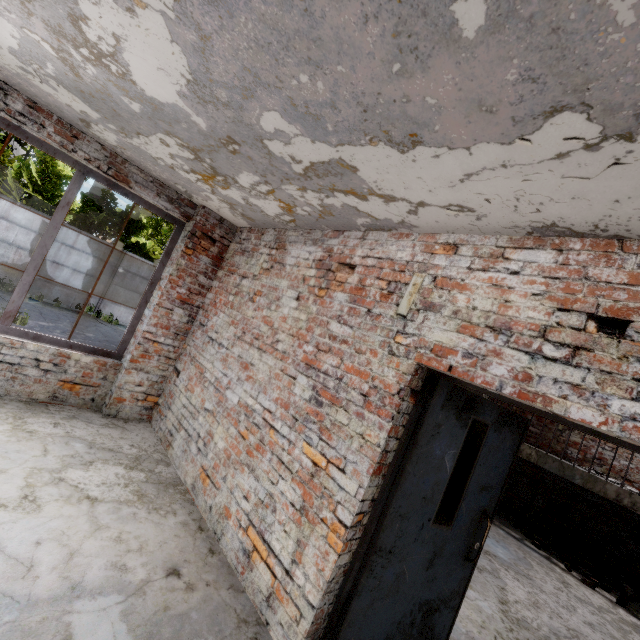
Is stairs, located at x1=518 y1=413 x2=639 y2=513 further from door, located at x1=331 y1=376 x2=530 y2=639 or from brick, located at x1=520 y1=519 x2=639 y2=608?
door, located at x1=331 y1=376 x2=530 y2=639

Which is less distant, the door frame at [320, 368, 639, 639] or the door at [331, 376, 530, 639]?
the door frame at [320, 368, 639, 639]

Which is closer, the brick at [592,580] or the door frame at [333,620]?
the door frame at [333,620]

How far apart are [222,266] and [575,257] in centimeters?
422cm

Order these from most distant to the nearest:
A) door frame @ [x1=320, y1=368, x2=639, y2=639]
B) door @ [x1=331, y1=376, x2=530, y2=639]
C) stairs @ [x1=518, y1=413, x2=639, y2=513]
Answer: stairs @ [x1=518, y1=413, x2=639, y2=513], door @ [x1=331, y1=376, x2=530, y2=639], door frame @ [x1=320, y1=368, x2=639, y2=639]

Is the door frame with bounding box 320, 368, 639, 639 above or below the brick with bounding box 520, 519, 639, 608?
above

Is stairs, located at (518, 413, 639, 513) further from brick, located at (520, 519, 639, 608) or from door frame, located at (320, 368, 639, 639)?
door frame, located at (320, 368, 639, 639)

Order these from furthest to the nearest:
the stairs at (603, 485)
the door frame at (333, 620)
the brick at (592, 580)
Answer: the stairs at (603, 485)
the brick at (592, 580)
the door frame at (333, 620)
